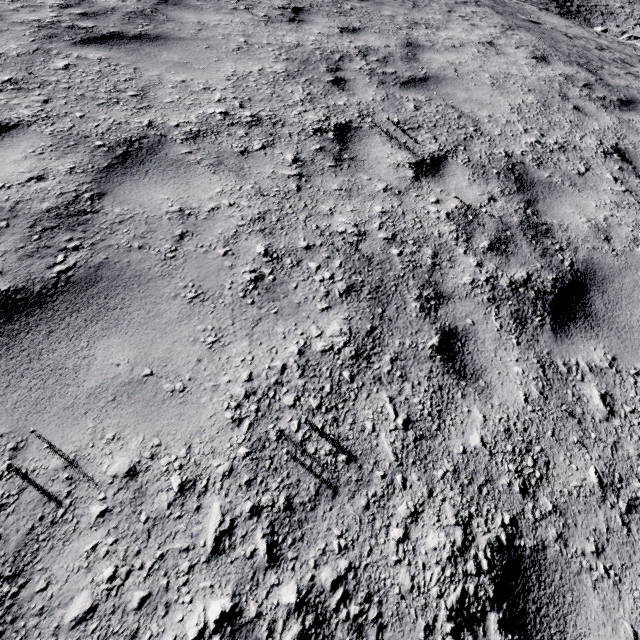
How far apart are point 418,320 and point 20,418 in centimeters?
238cm
